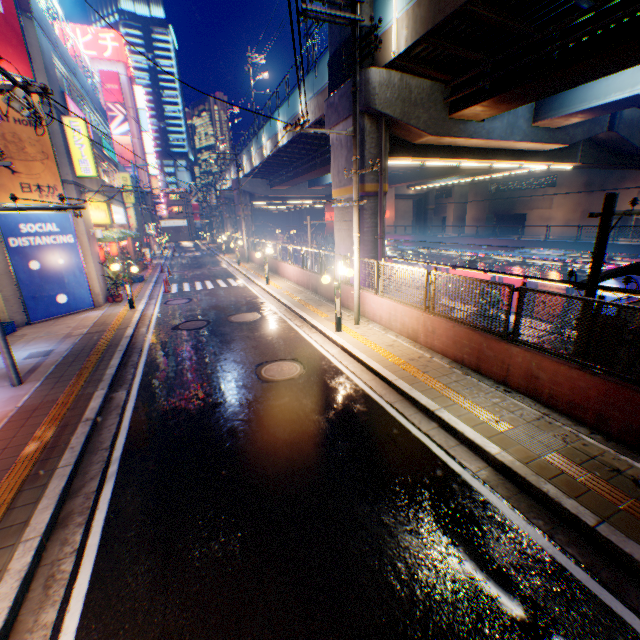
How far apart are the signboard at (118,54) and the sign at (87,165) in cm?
5166

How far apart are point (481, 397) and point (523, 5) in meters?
11.5

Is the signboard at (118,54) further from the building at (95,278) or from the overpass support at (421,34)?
the building at (95,278)

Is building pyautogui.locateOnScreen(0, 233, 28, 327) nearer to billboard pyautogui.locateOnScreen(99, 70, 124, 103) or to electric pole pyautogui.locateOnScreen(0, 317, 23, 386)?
electric pole pyautogui.locateOnScreen(0, 317, 23, 386)

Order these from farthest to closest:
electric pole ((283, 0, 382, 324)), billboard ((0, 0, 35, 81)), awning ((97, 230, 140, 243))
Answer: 1. awning ((97, 230, 140, 243))
2. billboard ((0, 0, 35, 81))
3. electric pole ((283, 0, 382, 324))

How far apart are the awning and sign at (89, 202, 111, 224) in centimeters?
34cm

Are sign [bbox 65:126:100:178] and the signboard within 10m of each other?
no

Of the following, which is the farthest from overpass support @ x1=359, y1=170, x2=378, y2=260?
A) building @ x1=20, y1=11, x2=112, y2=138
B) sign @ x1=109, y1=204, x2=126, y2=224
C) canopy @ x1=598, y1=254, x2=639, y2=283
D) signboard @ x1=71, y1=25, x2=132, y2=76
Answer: signboard @ x1=71, y1=25, x2=132, y2=76
